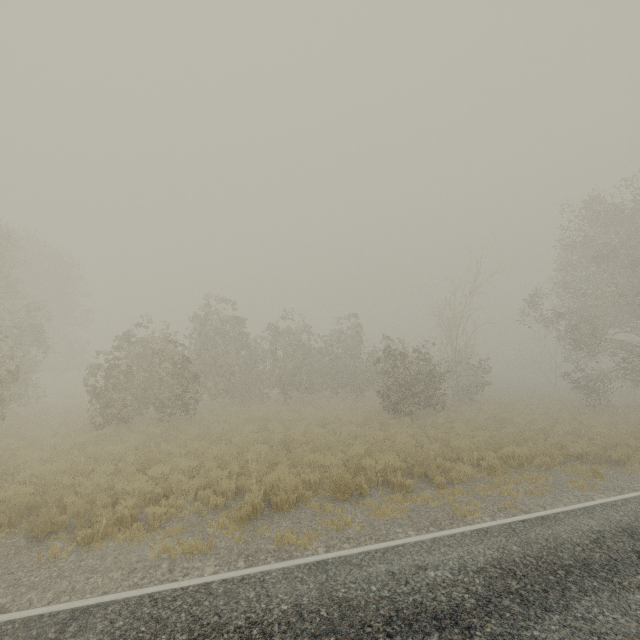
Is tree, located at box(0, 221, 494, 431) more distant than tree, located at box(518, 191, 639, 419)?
Result: No

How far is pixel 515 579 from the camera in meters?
5.0

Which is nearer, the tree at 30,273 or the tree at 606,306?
the tree at 30,273
